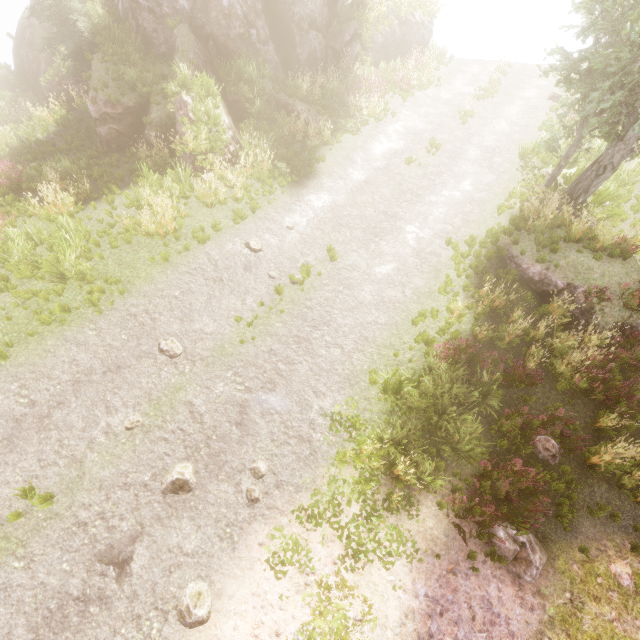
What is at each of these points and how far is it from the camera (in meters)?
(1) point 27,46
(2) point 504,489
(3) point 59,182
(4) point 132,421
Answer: (1) rock, 19.58
(2) instancedfoliageactor, 6.76
(3) instancedfoliageactor, 11.80
(4) instancedfoliageactor, 7.46

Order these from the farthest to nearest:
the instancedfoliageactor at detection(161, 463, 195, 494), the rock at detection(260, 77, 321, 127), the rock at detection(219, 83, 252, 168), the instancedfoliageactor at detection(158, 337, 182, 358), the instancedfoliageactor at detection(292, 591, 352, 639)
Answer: the rock at detection(260, 77, 321, 127)
the rock at detection(219, 83, 252, 168)
the instancedfoliageactor at detection(158, 337, 182, 358)
the instancedfoliageactor at detection(161, 463, 195, 494)
the instancedfoliageactor at detection(292, 591, 352, 639)

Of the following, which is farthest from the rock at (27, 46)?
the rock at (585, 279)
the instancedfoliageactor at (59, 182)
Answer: the rock at (585, 279)

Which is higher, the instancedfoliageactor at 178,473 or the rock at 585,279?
the rock at 585,279

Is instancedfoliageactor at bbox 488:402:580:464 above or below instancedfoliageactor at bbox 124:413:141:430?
above

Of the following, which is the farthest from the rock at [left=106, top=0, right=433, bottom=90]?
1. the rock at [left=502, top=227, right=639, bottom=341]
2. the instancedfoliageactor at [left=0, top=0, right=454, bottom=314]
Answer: the rock at [left=502, top=227, right=639, bottom=341]
